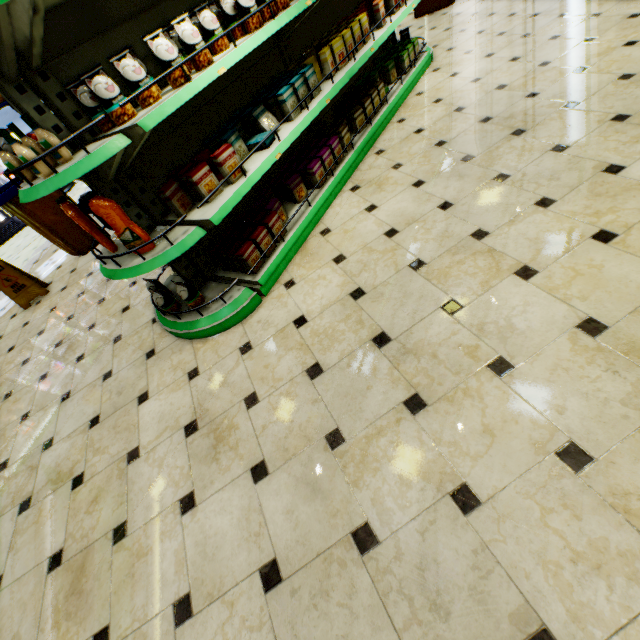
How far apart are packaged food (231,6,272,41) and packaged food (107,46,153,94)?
0.7m

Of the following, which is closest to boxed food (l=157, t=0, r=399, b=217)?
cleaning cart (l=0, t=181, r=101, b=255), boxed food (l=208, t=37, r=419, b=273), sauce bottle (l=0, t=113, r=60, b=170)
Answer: boxed food (l=208, t=37, r=419, b=273)

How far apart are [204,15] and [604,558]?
3.40m

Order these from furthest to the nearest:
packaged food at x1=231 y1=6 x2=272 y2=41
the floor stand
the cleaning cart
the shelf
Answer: the floor stand < the cleaning cart < packaged food at x1=231 y1=6 x2=272 y2=41 < the shelf

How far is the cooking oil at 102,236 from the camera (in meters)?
2.12

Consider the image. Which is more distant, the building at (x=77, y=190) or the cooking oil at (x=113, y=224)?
the building at (x=77, y=190)

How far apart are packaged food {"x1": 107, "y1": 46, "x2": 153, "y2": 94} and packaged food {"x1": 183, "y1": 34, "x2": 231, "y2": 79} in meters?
0.1 m
